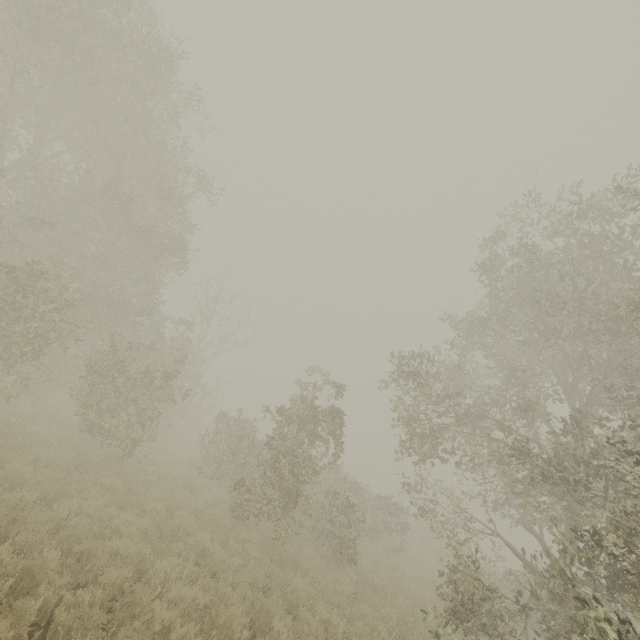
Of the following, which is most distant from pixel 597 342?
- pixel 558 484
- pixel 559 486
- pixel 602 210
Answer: pixel 558 484
